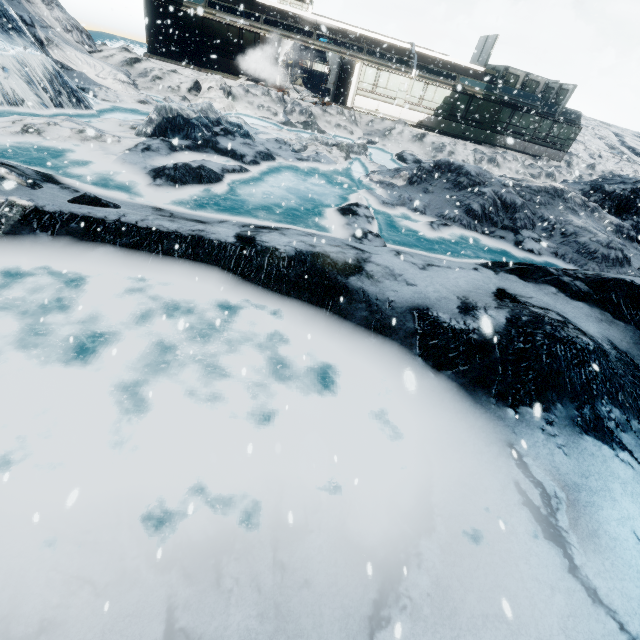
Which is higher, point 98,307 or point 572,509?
point 572,509
